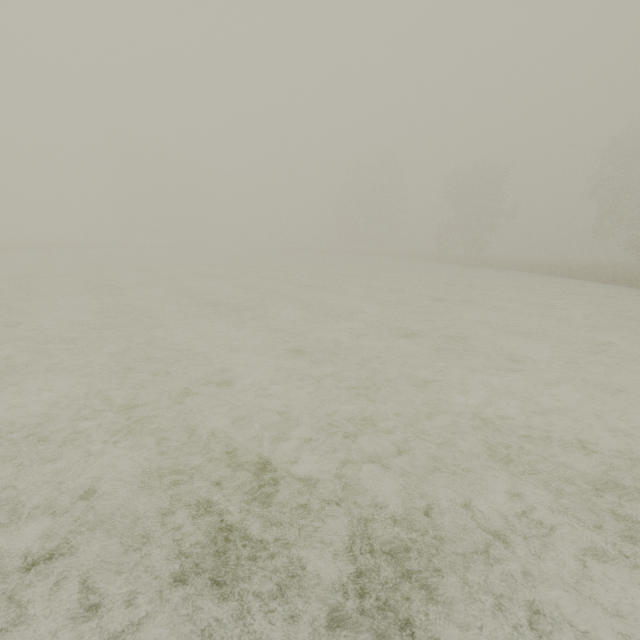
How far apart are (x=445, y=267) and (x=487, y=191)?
18.55m
